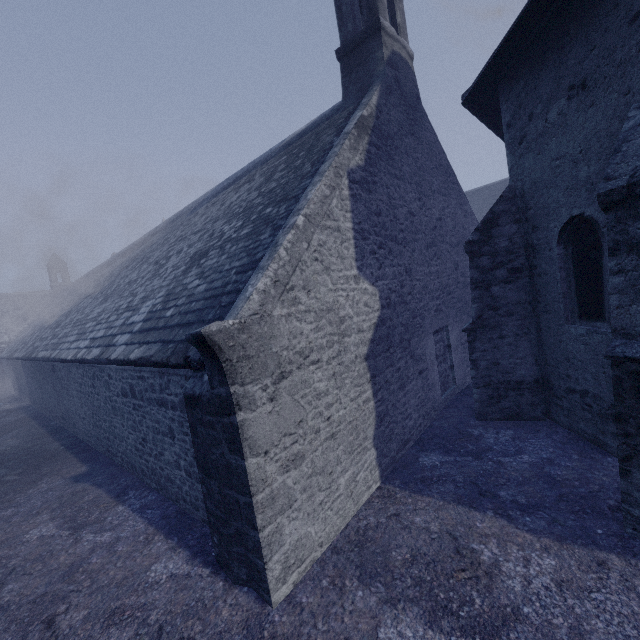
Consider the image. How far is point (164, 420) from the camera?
5.77m
